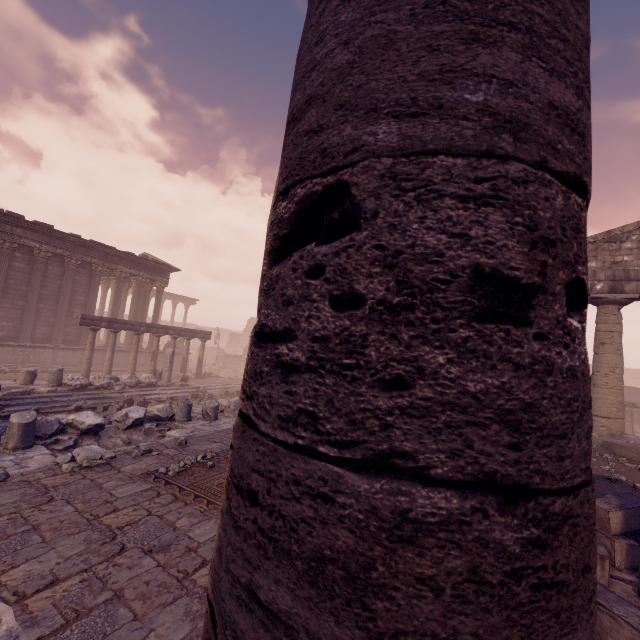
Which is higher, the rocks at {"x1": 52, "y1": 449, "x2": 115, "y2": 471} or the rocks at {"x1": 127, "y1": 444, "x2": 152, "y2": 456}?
the rocks at {"x1": 127, "y1": 444, "x2": 152, "y2": 456}

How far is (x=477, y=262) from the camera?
0.6m

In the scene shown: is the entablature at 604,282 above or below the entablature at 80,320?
above

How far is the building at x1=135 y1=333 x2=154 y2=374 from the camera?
21.73m

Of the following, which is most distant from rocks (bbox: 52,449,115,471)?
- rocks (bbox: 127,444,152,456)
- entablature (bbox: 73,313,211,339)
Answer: entablature (bbox: 73,313,211,339)

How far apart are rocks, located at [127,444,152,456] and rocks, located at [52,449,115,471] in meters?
0.3

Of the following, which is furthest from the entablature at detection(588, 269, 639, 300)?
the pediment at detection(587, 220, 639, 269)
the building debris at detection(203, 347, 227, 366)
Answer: the building debris at detection(203, 347, 227, 366)

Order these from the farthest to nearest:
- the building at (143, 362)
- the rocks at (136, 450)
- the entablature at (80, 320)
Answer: the building at (143, 362), the entablature at (80, 320), the rocks at (136, 450)
